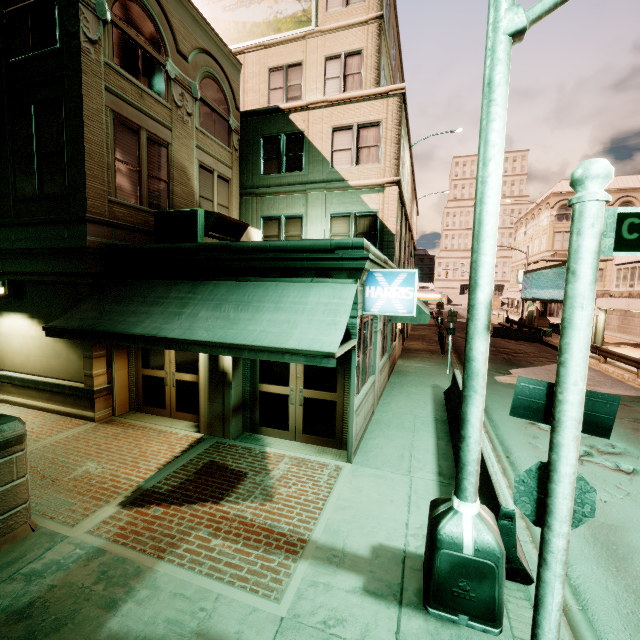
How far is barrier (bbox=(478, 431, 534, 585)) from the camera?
4.16m

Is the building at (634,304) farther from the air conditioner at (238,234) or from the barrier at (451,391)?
the air conditioner at (238,234)

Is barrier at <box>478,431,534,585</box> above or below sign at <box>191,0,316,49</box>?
below

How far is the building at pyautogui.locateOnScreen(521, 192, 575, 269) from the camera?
45.2m

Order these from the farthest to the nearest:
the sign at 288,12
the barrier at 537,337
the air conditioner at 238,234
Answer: the barrier at 537,337 → the sign at 288,12 → the air conditioner at 238,234

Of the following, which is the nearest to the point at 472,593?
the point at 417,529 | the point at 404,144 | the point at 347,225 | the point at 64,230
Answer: the point at 417,529

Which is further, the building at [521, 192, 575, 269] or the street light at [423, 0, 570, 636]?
the building at [521, 192, 575, 269]

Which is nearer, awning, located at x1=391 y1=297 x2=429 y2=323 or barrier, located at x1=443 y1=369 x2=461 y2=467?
barrier, located at x1=443 y1=369 x2=461 y2=467
